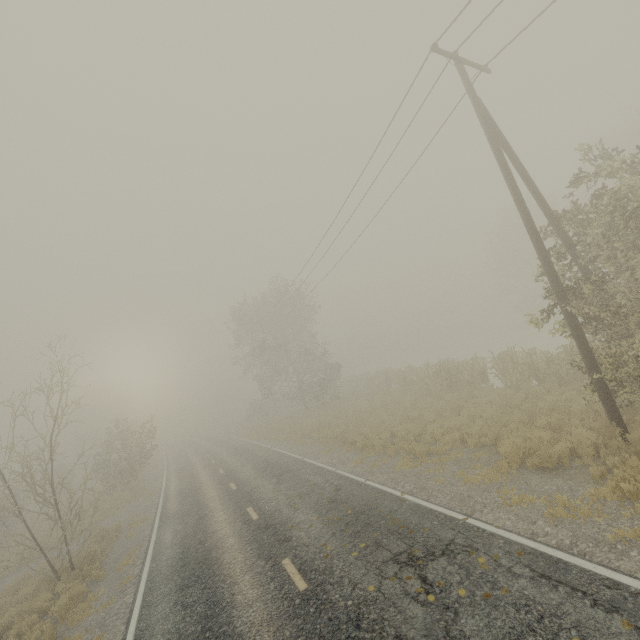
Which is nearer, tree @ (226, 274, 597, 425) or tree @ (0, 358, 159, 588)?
tree @ (0, 358, 159, 588)

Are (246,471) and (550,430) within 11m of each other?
no

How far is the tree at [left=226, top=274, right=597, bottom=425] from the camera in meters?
14.5 m

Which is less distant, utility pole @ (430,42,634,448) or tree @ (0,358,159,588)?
utility pole @ (430,42,634,448)

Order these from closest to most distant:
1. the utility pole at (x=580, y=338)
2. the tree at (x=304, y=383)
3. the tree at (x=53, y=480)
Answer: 1. the utility pole at (x=580, y=338)
2. the tree at (x=53, y=480)
3. the tree at (x=304, y=383)

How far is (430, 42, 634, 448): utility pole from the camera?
8.4 meters

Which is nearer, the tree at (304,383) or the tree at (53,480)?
the tree at (53,480)
